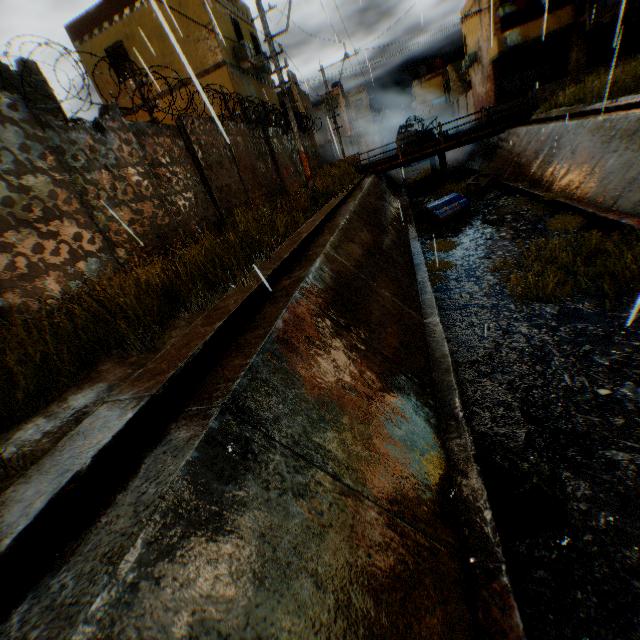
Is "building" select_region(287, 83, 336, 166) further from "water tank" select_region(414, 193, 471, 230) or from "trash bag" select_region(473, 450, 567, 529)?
"trash bag" select_region(473, 450, 567, 529)

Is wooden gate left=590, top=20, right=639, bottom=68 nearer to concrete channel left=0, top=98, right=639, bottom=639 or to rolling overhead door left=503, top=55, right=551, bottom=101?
rolling overhead door left=503, top=55, right=551, bottom=101

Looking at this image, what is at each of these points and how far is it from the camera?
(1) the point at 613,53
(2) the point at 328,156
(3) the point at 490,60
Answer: (1) wooden gate, 22.6 meters
(2) building, 34.2 meters
(3) building, 25.5 meters

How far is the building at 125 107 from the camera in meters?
15.8

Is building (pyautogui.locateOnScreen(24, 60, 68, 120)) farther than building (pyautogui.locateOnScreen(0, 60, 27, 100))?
Yes

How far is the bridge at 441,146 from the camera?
18.6 meters
